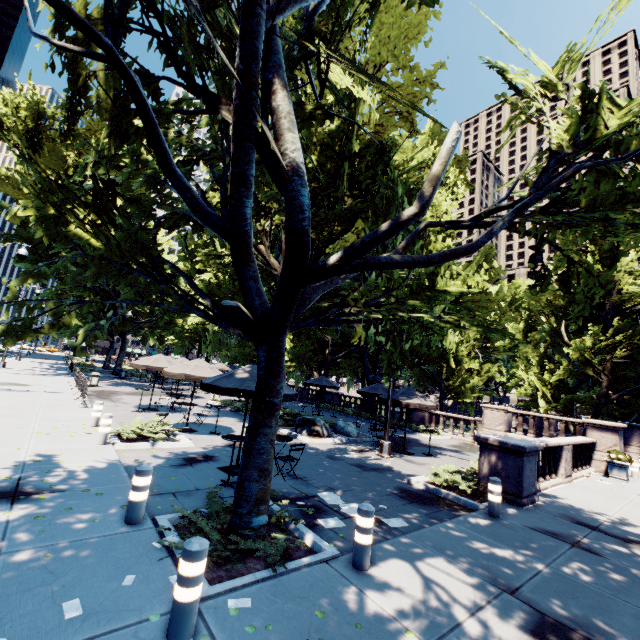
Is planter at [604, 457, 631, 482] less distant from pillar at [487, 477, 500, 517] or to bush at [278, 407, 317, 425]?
pillar at [487, 477, 500, 517]

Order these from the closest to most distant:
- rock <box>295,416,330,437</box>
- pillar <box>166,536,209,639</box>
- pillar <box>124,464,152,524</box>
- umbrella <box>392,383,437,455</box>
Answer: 1. pillar <box>166,536,209,639</box>
2. pillar <box>124,464,152,524</box>
3. umbrella <box>392,383,437,455</box>
4. rock <box>295,416,330,437</box>

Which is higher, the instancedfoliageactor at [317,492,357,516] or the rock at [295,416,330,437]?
the rock at [295,416,330,437]

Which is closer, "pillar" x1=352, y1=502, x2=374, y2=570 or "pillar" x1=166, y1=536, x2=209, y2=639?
"pillar" x1=166, y1=536, x2=209, y2=639

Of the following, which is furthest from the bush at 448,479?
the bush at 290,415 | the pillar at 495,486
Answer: the bush at 290,415

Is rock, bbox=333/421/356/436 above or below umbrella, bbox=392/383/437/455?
below

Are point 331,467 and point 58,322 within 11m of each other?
yes

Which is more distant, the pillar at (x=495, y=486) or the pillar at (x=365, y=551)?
the pillar at (x=495, y=486)
